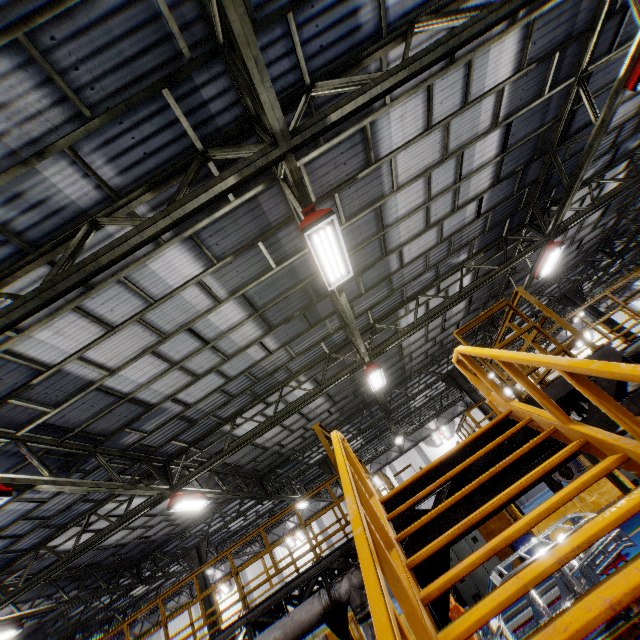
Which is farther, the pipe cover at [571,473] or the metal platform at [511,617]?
the pipe cover at [571,473]

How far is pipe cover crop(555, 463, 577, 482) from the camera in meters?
Result: 9.9 m

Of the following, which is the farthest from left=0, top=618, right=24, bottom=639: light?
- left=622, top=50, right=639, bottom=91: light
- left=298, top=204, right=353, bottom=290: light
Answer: left=622, top=50, right=639, bottom=91: light

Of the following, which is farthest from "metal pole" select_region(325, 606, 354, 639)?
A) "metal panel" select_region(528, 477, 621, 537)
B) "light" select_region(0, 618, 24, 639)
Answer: "light" select_region(0, 618, 24, 639)

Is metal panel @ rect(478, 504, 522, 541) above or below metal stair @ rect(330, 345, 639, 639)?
below

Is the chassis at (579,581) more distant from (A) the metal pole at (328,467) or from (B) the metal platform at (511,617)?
(A) the metal pole at (328,467)

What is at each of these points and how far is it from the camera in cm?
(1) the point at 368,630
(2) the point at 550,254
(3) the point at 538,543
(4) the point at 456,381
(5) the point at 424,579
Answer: (1) vent pipe, 620
(2) light, 1097
(3) chassis, 858
(4) metal pole, 1666
(5) metal pole, 376

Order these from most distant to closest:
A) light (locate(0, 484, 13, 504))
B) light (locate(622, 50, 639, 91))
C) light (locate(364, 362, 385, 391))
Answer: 1. light (locate(364, 362, 385, 391))
2. light (locate(622, 50, 639, 91))
3. light (locate(0, 484, 13, 504))
